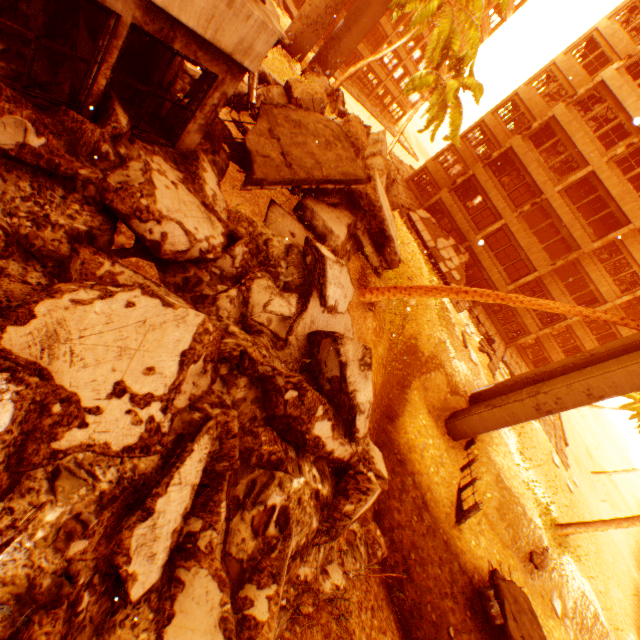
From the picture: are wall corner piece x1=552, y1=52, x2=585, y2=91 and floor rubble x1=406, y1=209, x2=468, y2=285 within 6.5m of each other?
no

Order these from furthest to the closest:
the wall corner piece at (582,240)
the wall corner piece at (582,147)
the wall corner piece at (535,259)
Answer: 1. the wall corner piece at (535,259)
2. the wall corner piece at (582,240)
3. the wall corner piece at (582,147)

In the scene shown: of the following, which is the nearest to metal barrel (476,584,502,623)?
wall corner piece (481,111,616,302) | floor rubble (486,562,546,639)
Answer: floor rubble (486,562,546,639)

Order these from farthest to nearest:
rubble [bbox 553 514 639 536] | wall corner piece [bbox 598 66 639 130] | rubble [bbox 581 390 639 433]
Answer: rubble [bbox 581 390 639 433]
wall corner piece [bbox 598 66 639 130]
rubble [bbox 553 514 639 536]

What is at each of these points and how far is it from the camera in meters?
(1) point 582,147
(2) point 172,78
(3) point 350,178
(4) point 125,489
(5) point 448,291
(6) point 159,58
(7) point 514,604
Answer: (1) wall corner piece, 22.6
(2) rock pile, 6.0
(3) floor rubble, 8.9
(4) rock pile, 3.2
(5) rubble, 9.2
(6) rock pile, 5.9
(7) floor rubble, 12.3

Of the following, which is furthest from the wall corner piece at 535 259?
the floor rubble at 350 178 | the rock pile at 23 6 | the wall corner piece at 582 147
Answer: the floor rubble at 350 178

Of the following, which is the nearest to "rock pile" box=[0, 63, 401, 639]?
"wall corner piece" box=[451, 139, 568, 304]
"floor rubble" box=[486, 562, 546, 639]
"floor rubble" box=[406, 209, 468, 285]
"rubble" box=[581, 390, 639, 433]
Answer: "floor rubble" box=[406, 209, 468, 285]

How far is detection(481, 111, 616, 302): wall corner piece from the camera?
23.4m
